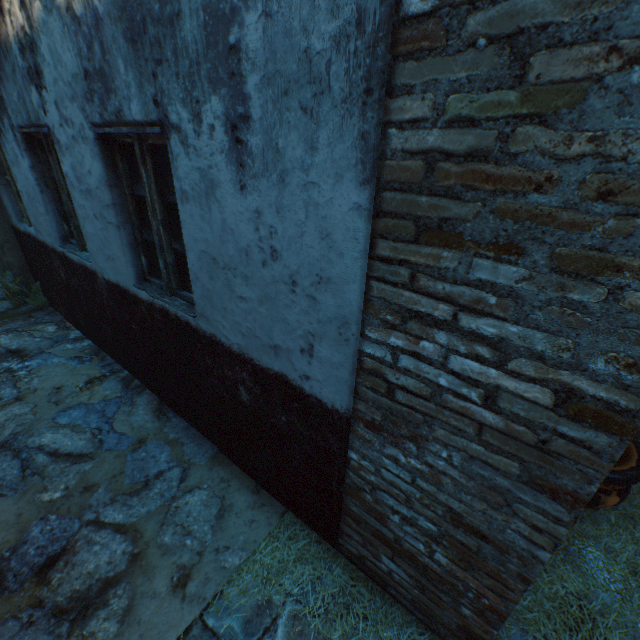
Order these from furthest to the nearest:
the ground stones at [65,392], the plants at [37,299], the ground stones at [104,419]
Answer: the plants at [37,299], the ground stones at [65,392], the ground stones at [104,419]

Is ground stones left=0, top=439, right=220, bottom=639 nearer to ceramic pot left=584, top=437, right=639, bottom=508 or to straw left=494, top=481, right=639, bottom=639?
straw left=494, top=481, right=639, bottom=639

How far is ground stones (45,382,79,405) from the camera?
3.7 meters

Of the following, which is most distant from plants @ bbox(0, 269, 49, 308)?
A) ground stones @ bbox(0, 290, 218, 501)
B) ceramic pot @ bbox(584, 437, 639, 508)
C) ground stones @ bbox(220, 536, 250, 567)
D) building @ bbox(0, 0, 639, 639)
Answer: ceramic pot @ bbox(584, 437, 639, 508)

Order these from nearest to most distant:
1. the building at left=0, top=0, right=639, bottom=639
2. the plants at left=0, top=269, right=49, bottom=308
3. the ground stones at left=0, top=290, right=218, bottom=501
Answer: the building at left=0, top=0, right=639, bottom=639 < the ground stones at left=0, top=290, right=218, bottom=501 < the plants at left=0, top=269, right=49, bottom=308

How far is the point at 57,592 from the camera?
2.16m

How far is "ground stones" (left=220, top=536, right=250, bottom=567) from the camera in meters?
2.3

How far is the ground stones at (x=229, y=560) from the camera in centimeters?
234cm
